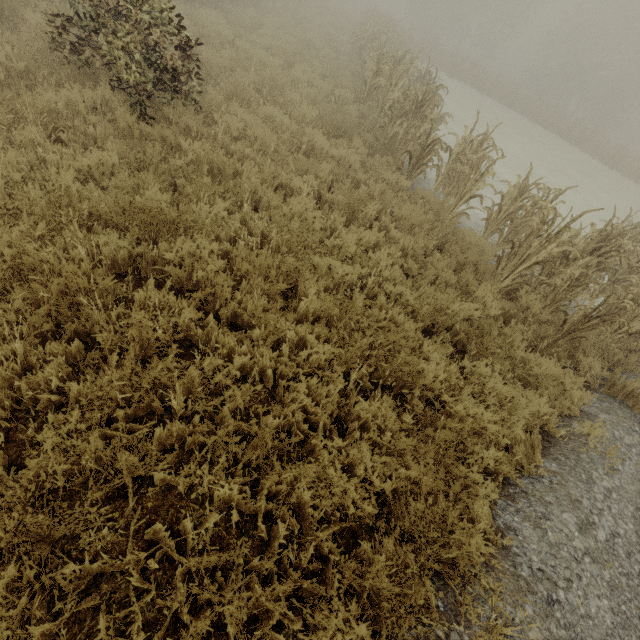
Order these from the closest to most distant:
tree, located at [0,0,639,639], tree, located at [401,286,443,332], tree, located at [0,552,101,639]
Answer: tree, located at [0,552,101,639], tree, located at [0,0,639,639], tree, located at [401,286,443,332]

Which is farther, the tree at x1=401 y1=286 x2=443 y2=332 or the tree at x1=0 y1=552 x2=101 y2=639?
the tree at x1=401 y1=286 x2=443 y2=332

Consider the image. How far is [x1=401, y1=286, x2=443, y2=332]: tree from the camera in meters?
4.5

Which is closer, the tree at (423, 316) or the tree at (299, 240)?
the tree at (299, 240)

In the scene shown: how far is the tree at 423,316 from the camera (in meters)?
4.53

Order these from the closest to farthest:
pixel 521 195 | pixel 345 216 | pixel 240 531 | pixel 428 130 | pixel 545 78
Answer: pixel 240 531 < pixel 345 216 < pixel 521 195 < pixel 428 130 < pixel 545 78
